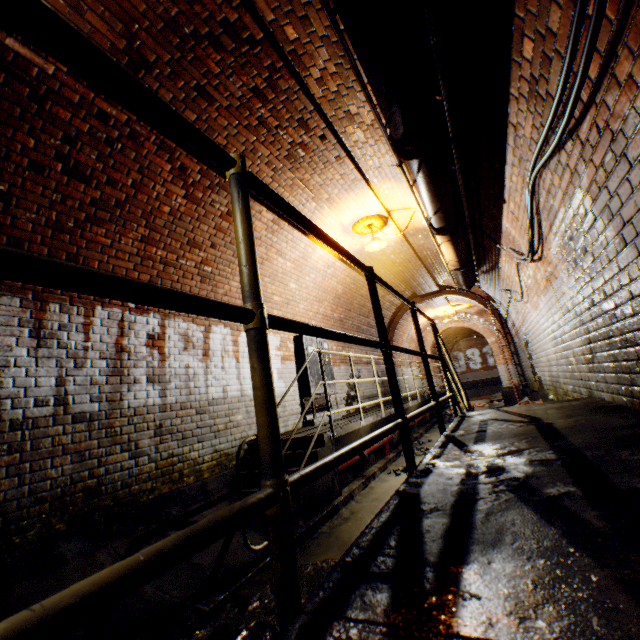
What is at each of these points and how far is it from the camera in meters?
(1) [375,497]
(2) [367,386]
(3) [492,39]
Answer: (1) building tunnel, 4.6 m
(2) building tunnel, 10.4 m
(3) building tunnel, 2.2 m

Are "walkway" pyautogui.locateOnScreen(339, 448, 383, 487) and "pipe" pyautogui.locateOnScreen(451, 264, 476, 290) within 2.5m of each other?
no

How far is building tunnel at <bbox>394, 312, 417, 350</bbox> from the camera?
14.5 meters

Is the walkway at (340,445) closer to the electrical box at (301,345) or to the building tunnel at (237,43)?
the building tunnel at (237,43)

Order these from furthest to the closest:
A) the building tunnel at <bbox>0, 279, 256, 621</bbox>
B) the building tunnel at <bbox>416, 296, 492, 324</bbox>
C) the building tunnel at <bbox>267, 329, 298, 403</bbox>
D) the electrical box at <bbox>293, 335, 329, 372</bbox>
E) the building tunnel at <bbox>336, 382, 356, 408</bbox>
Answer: the building tunnel at <bbox>416, 296, 492, 324</bbox>, the building tunnel at <bbox>336, 382, 356, 408</bbox>, the electrical box at <bbox>293, 335, 329, 372</bbox>, the building tunnel at <bbox>267, 329, 298, 403</bbox>, the building tunnel at <bbox>0, 279, 256, 621</bbox>

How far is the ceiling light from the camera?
6.3m

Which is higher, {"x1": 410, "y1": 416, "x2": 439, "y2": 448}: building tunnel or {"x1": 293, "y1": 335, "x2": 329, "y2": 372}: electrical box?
{"x1": 293, "y1": 335, "x2": 329, "y2": 372}: electrical box

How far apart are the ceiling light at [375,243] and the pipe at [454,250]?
1.0 meters
